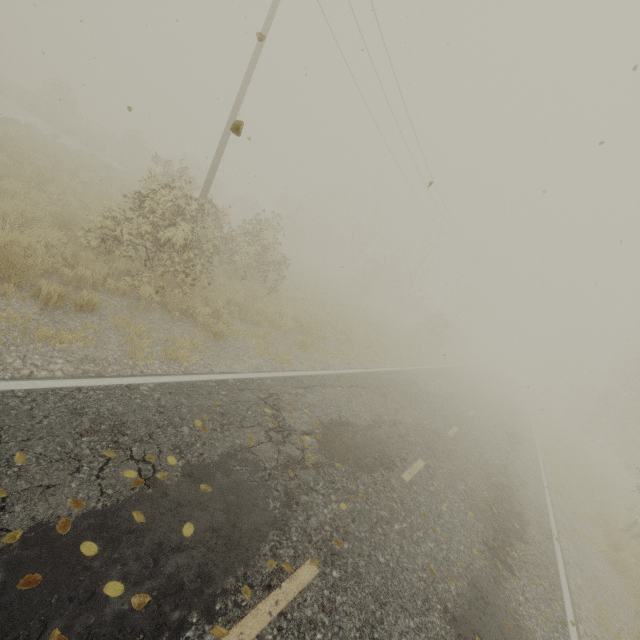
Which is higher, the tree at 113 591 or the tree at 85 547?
the tree at 113 591

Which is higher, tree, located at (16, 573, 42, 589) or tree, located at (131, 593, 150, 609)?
tree, located at (131, 593, 150, 609)

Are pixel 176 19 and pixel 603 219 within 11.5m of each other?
no

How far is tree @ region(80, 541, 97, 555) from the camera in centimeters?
279cm

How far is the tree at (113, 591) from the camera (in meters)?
2.64
